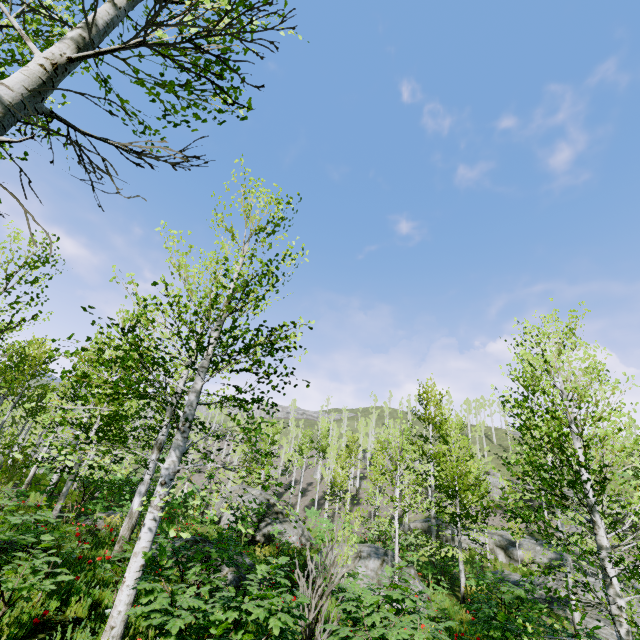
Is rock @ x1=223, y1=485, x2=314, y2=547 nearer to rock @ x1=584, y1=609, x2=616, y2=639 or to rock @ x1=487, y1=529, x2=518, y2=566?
rock @ x1=584, y1=609, x2=616, y2=639

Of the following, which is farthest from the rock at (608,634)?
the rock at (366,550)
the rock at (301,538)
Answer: the rock at (301,538)

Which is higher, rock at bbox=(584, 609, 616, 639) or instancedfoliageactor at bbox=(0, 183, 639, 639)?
instancedfoliageactor at bbox=(0, 183, 639, 639)

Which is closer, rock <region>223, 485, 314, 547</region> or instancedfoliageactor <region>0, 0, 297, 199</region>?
instancedfoliageactor <region>0, 0, 297, 199</region>

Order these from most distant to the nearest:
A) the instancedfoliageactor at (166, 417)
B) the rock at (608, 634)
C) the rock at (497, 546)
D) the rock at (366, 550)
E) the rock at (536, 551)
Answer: the rock at (497, 546)
the rock at (536, 551)
the rock at (608, 634)
the rock at (366, 550)
the instancedfoliageactor at (166, 417)

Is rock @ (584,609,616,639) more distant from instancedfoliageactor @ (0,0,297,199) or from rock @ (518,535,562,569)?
rock @ (518,535,562,569)

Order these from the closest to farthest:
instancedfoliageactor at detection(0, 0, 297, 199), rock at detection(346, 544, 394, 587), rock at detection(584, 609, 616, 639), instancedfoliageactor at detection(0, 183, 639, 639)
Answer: instancedfoliageactor at detection(0, 0, 297, 199) < instancedfoliageactor at detection(0, 183, 639, 639) < rock at detection(346, 544, 394, 587) < rock at detection(584, 609, 616, 639)

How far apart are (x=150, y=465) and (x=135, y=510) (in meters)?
1.08
